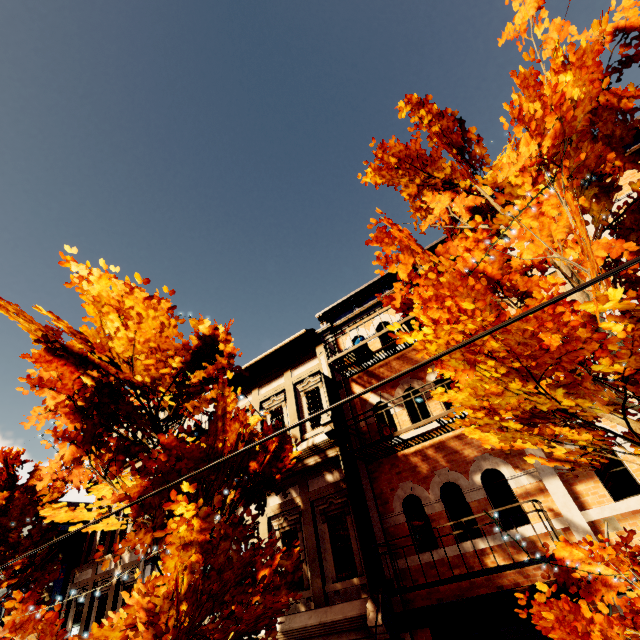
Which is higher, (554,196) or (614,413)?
(554,196)

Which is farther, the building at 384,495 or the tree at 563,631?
the building at 384,495

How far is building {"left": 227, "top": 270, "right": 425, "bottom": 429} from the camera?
9.6 meters

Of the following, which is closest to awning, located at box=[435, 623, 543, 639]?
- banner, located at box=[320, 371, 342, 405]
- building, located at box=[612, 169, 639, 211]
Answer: building, located at box=[612, 169, 639, 211]

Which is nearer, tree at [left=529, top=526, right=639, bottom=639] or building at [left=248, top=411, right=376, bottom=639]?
tree at [left=529, top=526, right=639, bottom=639]

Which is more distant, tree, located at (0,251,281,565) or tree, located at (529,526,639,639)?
tree, located at (0,251,281,565)

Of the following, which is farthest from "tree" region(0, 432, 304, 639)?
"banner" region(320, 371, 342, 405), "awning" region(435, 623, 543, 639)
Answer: "banner" region(320, 371, 342, 405)

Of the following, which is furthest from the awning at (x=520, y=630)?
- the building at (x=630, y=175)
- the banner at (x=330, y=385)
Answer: the banner at (x=330, y=385)
